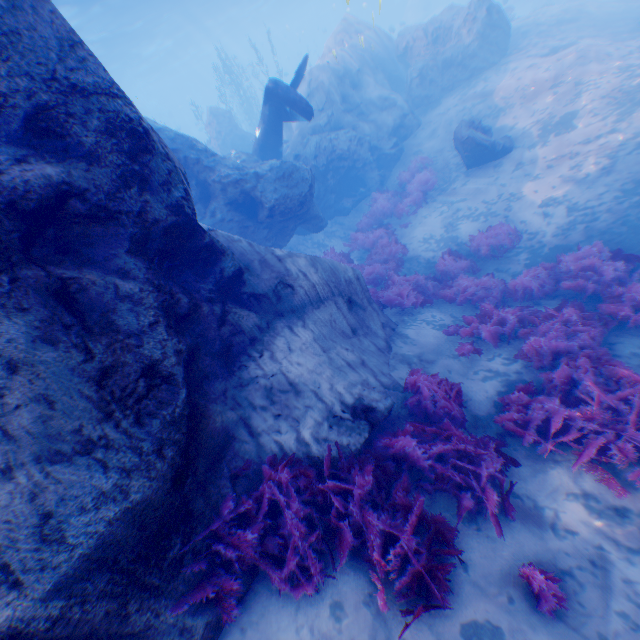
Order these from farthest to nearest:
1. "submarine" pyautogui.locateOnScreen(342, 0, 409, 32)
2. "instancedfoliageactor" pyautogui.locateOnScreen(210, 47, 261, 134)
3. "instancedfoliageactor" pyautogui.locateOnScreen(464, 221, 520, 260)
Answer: "submarine" pyautogui.locateOnScreen(342, 0, 409, 32) → "instancedfoliageactor" pyautogui.locateOnScreen(210, 47, 261, 134) → "instancedfoliageactor" pyautogui.locateOnScreen(464, 221, 520, 260)

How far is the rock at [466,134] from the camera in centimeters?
1135cm

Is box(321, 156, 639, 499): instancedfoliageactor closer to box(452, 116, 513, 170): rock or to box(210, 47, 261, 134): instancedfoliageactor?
box(452, 116, 513, 170): rock

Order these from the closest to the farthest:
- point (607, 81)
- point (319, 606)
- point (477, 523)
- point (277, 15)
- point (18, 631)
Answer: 1. point (18, 631)
2. point (319, 606)
3. point (477, 523)
4. point (607, 81)
5. point (277, 15)

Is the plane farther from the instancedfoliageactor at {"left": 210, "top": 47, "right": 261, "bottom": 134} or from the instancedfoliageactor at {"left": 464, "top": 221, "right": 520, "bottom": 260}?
the instancedfoliageactor at {"left": 464, "top": 221, "right": 520, "bottom": 260}

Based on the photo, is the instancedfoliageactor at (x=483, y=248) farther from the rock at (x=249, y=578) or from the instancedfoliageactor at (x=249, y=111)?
the instancedfoliageactor at (x=249, y=111)

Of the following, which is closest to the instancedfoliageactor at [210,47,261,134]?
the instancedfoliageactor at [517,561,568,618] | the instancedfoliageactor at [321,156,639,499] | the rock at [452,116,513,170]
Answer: the instancedfoliageactor at [321,156,639,499]

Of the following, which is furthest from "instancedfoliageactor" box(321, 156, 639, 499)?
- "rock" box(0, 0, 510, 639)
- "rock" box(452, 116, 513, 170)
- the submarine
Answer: the submarine
